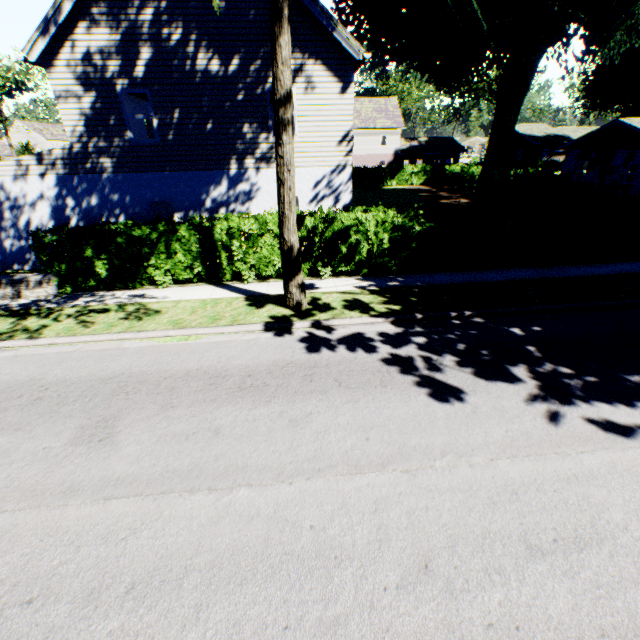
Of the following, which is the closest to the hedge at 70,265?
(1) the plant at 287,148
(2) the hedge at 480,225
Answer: (2) the hedge at 480,225

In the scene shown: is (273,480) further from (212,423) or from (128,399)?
(128,399)

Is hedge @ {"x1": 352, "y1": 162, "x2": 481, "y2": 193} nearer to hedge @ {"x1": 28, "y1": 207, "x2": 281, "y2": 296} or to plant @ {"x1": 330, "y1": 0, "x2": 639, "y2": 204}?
hedge @ {"x1": 28, "y1": 207, "x2": 281, "y2": 296}

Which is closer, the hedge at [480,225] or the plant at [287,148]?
the plant at [287,148]

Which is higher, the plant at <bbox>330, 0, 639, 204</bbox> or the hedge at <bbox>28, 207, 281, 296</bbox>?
the plant at <bbox>330, 0, 639, 204</bbox>

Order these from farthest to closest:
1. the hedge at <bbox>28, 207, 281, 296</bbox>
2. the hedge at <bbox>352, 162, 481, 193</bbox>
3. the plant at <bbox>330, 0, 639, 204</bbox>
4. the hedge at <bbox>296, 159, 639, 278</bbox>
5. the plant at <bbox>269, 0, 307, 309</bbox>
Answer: the hedge at <bbox>352, 162, 481, 193</bbox> → the plant at <bbox>330, 0, 639, 204</bbox> → the hedge at <bbox>296, 159, 639, 278</bbox> → the hedge at <bbox>28, 207, 281, 296</bbox> → the plant at <bbox>269, 0, 307, 309</bbox>

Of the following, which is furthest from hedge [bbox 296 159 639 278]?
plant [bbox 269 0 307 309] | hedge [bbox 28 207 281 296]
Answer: plant [bbox 269 0 307 309]
